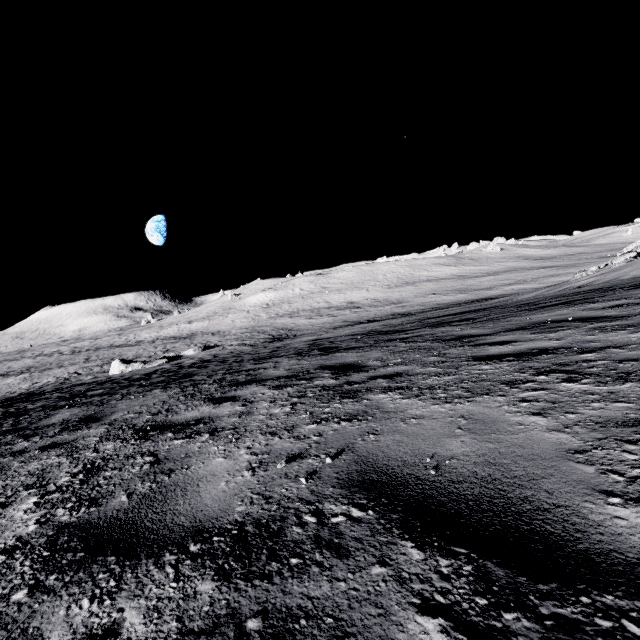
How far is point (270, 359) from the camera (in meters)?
9.38

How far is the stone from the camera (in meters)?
25.12

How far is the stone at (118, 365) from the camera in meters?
25.1 m
